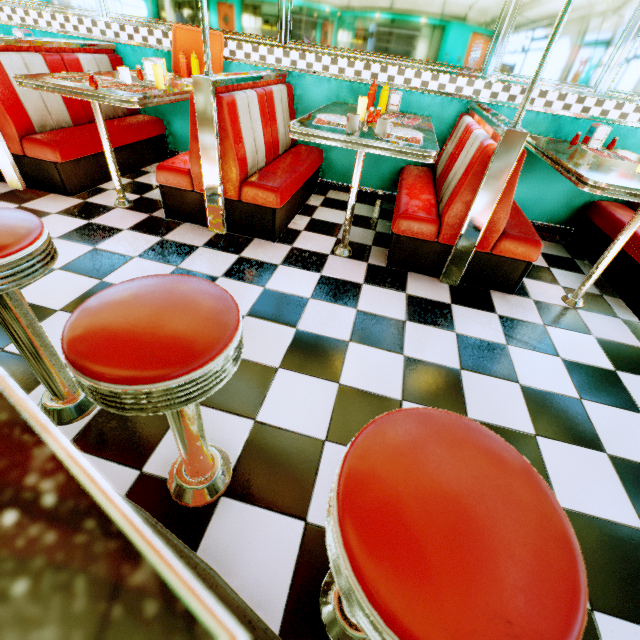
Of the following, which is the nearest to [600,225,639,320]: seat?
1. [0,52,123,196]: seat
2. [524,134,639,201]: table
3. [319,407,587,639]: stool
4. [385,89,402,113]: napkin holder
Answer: [524,134,639,201]: table

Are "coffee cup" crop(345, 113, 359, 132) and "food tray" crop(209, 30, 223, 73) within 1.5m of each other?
no

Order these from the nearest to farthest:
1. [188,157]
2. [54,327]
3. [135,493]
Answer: [135,493], [54,327], [188,157]

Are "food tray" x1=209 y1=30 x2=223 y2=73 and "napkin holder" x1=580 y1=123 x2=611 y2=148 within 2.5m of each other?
no

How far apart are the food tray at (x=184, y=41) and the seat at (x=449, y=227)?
2.2 meters

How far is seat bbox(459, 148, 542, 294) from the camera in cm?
217

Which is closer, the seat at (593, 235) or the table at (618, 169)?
the table at (618, 169)

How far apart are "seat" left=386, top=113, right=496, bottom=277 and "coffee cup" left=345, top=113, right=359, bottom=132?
0.69m
